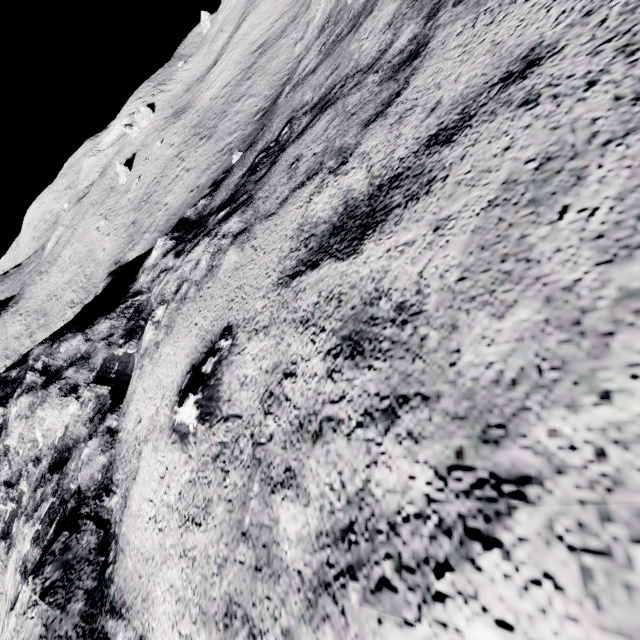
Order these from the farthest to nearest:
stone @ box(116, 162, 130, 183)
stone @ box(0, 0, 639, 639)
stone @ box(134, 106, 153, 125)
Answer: stone @ box(134, 106, 153, 125) < stone @ box(116, 162, 130, 183) < stone @ box(0, 0, 639, 639)

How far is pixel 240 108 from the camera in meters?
33.5

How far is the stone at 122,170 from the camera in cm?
5366

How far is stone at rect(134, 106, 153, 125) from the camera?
58.54m

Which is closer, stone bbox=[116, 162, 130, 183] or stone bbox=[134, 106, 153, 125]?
stone bbox=[116, 162, 130, 183]

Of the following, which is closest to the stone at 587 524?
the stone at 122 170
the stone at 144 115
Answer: the stone at 122 170

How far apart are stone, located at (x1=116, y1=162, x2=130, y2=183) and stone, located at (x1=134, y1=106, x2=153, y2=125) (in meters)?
10.46

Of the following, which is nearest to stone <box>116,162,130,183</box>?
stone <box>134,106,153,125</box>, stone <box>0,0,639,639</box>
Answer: stone <box>134,106,153,125</box>
